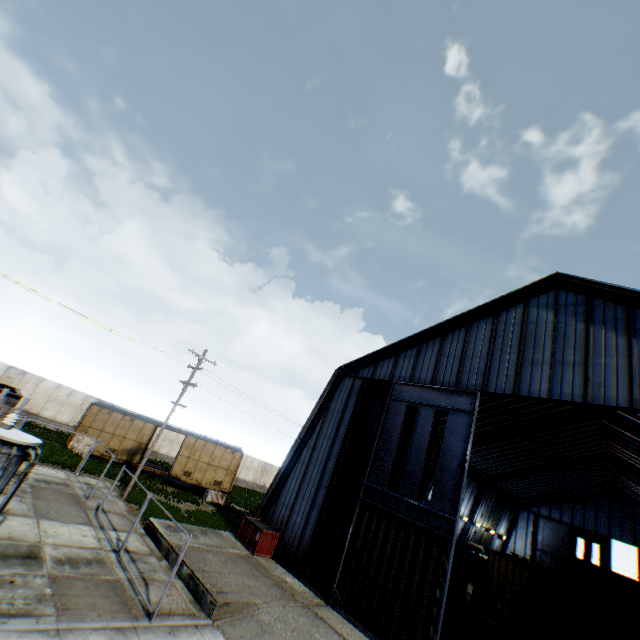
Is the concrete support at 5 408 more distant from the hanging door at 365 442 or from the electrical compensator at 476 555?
the electrical compensator at 476 555

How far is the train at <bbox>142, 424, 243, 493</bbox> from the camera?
26.1 meters

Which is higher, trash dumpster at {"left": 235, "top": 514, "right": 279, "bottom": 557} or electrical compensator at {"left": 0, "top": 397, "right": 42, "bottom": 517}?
electrical compensator at {"left": 0, "top": 397, "right": 42, "bottom": 517}

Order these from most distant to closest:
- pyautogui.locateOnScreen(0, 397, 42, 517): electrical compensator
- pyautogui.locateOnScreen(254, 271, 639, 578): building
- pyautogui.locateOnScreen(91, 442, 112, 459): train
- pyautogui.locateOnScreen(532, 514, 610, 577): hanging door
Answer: pyautogui.locateOnScreen(532, 514, 610, 577): hanging door, pyautogui.locateOnScreen(91, 442, 112, 459): train, pyautogui.locateOnScreen(254, 271, 639, 578): building, pyautogui.locateOnScreen(0, 397, 42, 517): electrical compensator

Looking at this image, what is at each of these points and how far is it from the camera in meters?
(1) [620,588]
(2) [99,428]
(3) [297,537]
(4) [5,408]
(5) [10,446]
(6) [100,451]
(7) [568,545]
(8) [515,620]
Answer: (1) storage container, 20.8
(2) train, 25.0
(3) building, 16.9
(4) concrete support, 12.0
(5) electrical compensator, 9.2
(6) train, 24.5
(7) hanging door, 43.3
(8) train, 17.2

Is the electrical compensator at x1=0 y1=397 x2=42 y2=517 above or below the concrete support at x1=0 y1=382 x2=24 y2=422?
below

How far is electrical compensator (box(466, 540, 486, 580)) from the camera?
37.6m

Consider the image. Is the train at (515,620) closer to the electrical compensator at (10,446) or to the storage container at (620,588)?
the storage container at (620,588)
